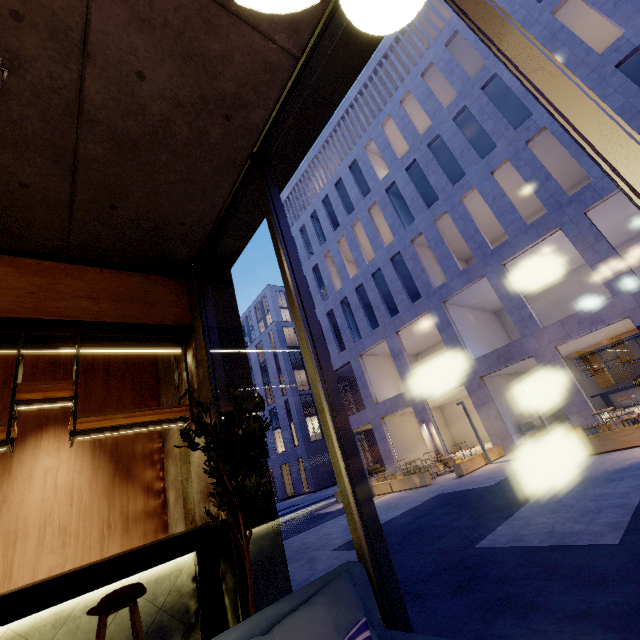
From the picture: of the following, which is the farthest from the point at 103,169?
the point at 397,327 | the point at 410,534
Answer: the point at 397,327

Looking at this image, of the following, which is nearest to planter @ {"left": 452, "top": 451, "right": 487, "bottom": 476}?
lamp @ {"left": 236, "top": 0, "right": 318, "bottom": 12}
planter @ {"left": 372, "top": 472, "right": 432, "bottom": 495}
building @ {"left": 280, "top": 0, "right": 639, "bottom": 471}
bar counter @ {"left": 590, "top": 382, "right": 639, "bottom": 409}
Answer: planter @ {"left": 372, "top": 472, "right": 432, "bottom": 495}

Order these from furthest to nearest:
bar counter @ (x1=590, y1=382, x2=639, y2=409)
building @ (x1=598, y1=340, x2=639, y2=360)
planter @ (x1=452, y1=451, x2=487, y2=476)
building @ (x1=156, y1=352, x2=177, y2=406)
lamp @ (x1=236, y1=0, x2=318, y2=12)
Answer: building @ (x1=598, y1=340, x2=639, y2=360), bar counter @ (x1=590, y1=382, x2=639, y2=409), planter @ (x1=452, y1=451, x2=487, y2=476), building @ (x1=156, y1=352, x2=177, y2=406), lamp @ (x1=236, y1=0, x2=318, y2=12)

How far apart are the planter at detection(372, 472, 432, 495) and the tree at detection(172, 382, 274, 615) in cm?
1352

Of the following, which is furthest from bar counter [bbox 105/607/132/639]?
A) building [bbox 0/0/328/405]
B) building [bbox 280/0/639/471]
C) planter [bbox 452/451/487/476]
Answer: building [bbox 280/0/639/471]

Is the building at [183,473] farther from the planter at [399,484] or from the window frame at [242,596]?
the planter at [399,484]

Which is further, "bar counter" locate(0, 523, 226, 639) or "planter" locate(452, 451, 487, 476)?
"planter" locate(452, 451, 487, 476)

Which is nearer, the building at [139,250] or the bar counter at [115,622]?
the building at [139,250]
